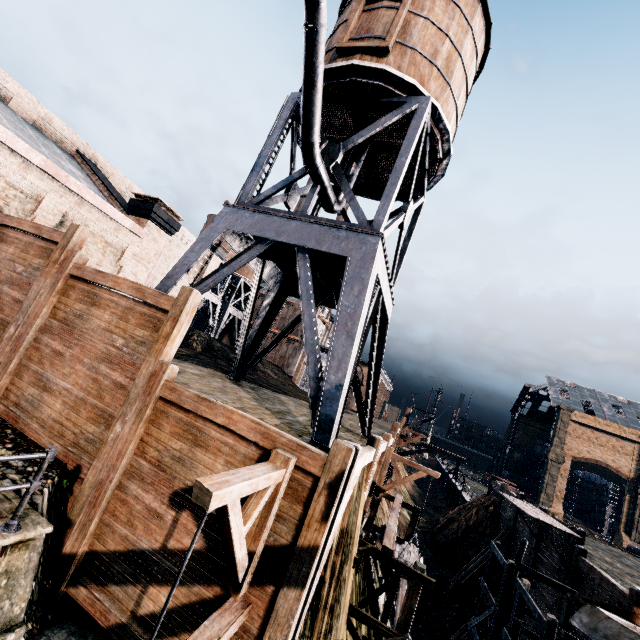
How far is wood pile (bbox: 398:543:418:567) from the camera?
13.0m

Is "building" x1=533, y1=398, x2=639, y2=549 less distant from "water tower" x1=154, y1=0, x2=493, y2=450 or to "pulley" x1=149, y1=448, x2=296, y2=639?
"pulley" x1=149, y1=448, x2=296, y2=639

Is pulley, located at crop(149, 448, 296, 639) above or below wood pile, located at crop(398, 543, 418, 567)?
above

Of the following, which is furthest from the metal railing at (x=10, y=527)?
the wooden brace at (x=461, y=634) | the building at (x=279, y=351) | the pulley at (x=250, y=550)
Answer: the building at (x=279, y=351)

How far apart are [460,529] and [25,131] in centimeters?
4480cm

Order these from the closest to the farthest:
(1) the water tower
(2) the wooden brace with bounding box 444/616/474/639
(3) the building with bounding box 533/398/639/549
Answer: (1) the water tower, (2) the wooden brace with bounding box 444/616/474/639, (3) the building with bounding box 533/398/639/549

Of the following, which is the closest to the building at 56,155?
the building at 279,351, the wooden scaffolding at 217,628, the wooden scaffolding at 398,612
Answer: the wooden scaffolding at 217,628

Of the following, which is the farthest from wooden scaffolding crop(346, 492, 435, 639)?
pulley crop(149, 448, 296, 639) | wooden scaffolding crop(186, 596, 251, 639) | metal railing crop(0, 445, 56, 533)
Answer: metal railing crop(0, 445, 56, 533)
